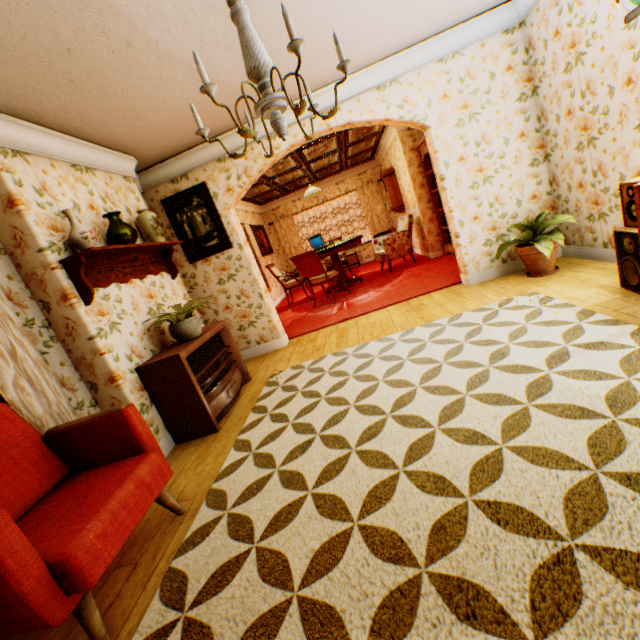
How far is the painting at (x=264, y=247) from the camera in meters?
9.7 m

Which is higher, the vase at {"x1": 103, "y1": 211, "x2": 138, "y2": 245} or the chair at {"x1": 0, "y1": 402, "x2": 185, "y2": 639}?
the vase at {"x1": 103, "y1": 211, "x2": 138, "y2": 245}

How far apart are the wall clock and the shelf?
6.5m

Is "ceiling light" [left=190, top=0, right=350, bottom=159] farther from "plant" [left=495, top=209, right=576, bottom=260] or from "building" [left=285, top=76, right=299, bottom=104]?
"plant" [left=495, top=209, right=576, bottom=260]

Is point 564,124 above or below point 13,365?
above

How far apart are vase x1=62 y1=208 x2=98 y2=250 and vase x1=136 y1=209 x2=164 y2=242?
0.9 meters

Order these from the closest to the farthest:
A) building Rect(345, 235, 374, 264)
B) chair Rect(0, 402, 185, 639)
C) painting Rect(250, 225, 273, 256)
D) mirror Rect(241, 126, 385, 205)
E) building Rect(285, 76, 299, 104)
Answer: chair Rect(0, 402, 185, 639) < building Rect(285, 76, 299, 104) < mirror Rect(241, 126, 385, 205) < painting Rect(250, 225, 273, 256) < building Rect(345, 235, 374, 264)

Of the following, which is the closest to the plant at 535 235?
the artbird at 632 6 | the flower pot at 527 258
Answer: the flower pot at 527 258
